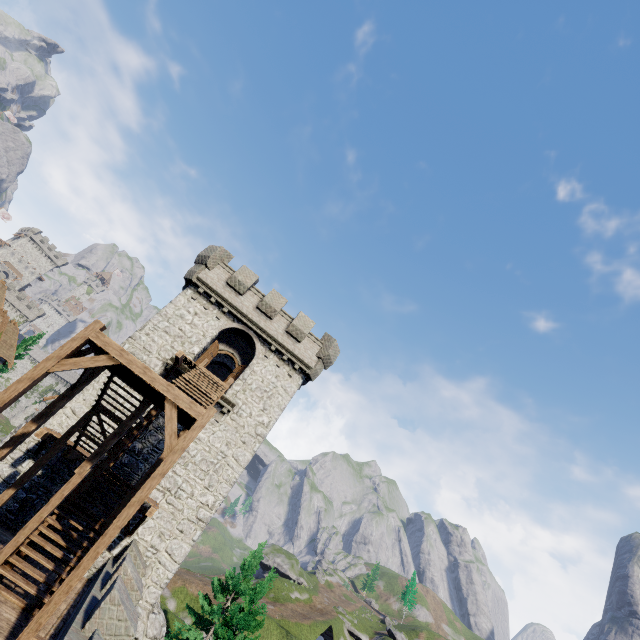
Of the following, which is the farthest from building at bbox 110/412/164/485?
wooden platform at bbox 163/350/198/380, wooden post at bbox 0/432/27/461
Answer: wooden post at bbox 0/432/27/461

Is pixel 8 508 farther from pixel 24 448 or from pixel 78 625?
pixel 78 625

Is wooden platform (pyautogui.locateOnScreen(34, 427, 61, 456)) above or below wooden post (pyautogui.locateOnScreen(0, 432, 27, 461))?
above

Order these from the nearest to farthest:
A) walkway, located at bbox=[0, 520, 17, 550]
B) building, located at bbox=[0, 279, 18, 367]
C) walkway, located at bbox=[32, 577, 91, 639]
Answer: walkway, located at bbox=[32, 577, 91, 639] → walkway, located at bbox=[0, 520, 17, 550] → building, located at bbox=[0, 279, 18, 367]

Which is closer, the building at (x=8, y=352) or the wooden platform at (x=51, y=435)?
the wooden platform at (x=51, y=435)

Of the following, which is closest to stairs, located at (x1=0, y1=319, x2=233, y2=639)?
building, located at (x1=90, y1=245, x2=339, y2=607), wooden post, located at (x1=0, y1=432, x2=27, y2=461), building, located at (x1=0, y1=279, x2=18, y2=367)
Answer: wooden post, located at (x1=0, y1=432, x2=27, y2=461)

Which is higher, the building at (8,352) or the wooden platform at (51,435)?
the building at (8,352)

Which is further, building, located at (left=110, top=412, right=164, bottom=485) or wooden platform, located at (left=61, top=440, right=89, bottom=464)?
building, located at (left=110, top=412, right=164, bottom=485)
